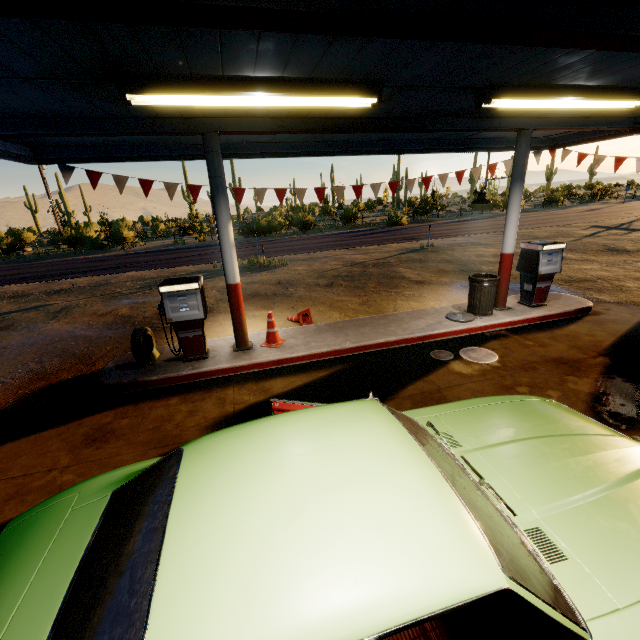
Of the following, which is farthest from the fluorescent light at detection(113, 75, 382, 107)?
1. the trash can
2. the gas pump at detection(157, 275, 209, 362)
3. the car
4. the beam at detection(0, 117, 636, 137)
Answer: the trash can

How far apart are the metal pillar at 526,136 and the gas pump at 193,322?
6.70m

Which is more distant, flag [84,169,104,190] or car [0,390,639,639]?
flag [84,169,104,190]

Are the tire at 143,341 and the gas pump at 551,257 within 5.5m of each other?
no

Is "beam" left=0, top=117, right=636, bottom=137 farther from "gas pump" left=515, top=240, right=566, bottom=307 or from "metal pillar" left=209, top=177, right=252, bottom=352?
"gas pump" left=515, top=240, right=566, bottom=307

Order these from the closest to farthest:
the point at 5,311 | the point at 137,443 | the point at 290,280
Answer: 1. the point at 137,443
2. the point at 5,311
3. the point at 290,280

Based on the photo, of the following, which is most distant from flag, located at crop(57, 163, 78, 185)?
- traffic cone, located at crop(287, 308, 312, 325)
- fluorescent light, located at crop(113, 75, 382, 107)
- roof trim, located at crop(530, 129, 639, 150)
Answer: fluorescent light, located at crop(113, 75, 382, 107)

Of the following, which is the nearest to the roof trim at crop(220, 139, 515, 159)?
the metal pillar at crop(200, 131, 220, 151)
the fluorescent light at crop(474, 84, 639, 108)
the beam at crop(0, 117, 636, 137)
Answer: the beam at crop(0, 117, 636, 137)
